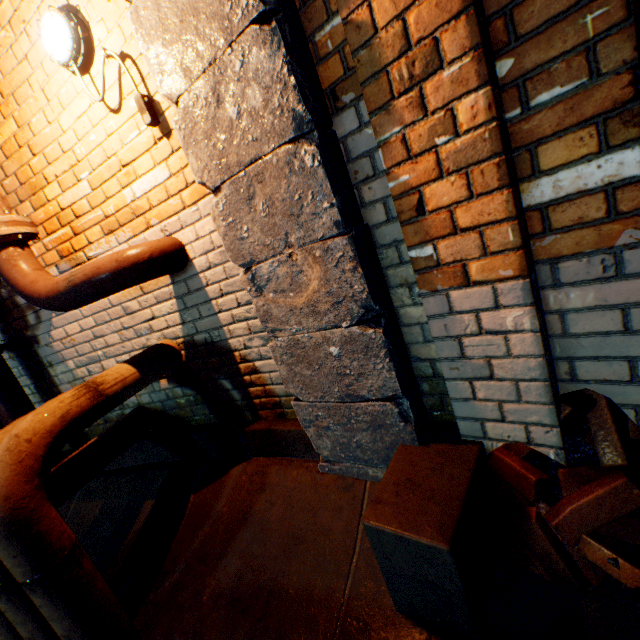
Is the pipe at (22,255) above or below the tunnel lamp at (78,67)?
below

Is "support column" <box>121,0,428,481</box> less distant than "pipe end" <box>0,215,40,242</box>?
Yes

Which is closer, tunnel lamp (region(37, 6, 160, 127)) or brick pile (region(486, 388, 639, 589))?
brick pile (region(486, 388, 639, 589))

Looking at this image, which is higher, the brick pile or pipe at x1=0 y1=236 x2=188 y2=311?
pipe at x1=0 y1=236 x2=188 y2=311

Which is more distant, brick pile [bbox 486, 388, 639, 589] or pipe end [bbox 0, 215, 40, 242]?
pipe end [bbox 0, 215, 40, 242]

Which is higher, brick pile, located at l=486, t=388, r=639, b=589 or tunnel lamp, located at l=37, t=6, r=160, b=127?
tunnel lamp, located at l=37, t=6, r=160, b=127

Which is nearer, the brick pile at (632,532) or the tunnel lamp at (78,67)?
the brick pile at (632,532)

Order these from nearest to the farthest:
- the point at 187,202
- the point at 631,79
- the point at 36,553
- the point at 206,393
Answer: the point at 631,79, the point at 36,553, the point at 187,202, the point at 206,393
